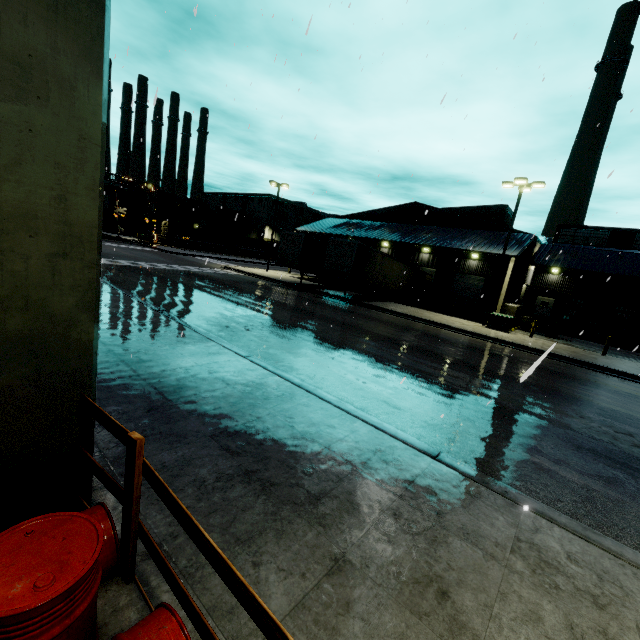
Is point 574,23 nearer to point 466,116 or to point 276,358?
point 466,116

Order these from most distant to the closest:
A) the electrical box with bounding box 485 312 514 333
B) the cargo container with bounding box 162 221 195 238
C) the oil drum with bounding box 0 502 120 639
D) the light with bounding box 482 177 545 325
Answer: the cargo container with bounding box 162 221 195 238, the electrical box with bounding box 485 312 514 333, the light with bounding box 482 177 545 325, the oil drum with bounding box 0 502 120 639

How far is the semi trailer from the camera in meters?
23.1

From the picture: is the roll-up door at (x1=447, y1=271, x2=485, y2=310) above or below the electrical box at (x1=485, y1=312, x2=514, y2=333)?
above

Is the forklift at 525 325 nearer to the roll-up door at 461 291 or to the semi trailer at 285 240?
the roll-up door at 461 291

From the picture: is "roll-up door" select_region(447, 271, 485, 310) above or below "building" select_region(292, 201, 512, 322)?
below

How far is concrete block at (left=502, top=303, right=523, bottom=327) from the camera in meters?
25.4

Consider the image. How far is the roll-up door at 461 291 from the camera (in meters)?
31.88
